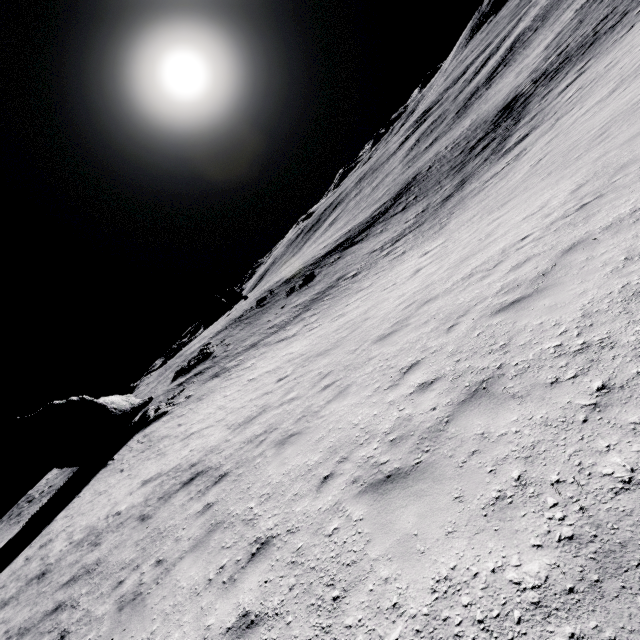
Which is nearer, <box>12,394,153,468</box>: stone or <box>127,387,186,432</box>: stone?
<box>12,394,153,468</box>: stone

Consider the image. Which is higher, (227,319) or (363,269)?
(227,319)

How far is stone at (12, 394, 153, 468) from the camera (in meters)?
22.12

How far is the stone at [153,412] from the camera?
23.5 meters

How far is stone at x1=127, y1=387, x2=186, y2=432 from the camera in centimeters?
2345cm

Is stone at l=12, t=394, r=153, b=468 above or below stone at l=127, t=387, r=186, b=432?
above

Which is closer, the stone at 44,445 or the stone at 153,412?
the stone at 44,445
